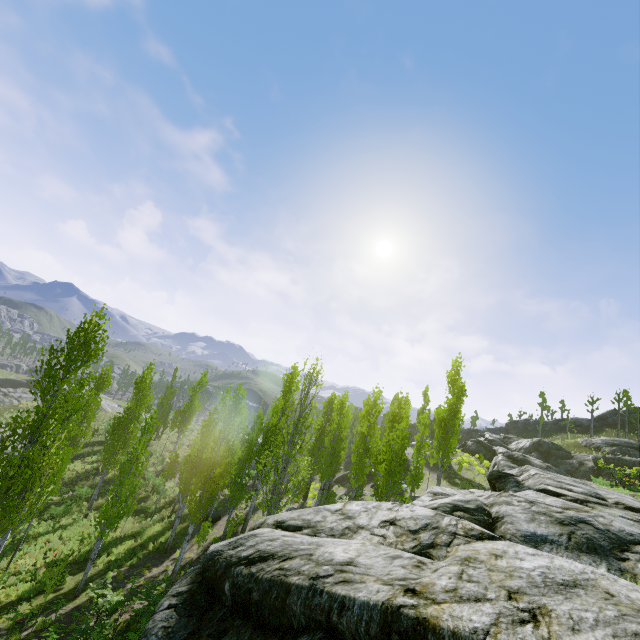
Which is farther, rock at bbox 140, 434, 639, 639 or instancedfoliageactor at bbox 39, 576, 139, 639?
instancedfoliageactor at bbox 39, 576, 139, 639

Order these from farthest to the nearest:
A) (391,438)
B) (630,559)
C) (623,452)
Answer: (623,452), (391,438), (630,559)

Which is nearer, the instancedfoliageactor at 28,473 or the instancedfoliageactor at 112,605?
the instancedfoliageactor at 112,605

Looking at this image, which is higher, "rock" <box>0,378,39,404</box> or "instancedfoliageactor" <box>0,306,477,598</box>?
"instancedfoliageactor" <box>0,306,477,598</box>

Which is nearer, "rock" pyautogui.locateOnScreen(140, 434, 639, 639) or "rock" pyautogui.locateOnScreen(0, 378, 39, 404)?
"rock" pyautogui.locateOnScreen(140, 434, 639, 639)

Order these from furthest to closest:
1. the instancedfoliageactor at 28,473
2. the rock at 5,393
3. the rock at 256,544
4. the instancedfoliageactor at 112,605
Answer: the rock at 5,393 < the instancedfoliageactor at 28,473 < the instancedfoliageactor at 112,605 < the rock at 256,544
